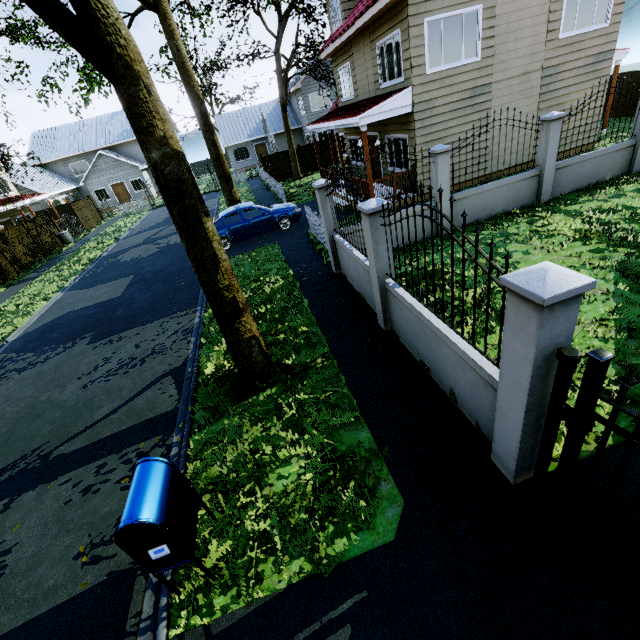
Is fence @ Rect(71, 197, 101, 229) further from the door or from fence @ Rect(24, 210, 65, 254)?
the door

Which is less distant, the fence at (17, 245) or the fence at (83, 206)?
the fence at (17, 245)

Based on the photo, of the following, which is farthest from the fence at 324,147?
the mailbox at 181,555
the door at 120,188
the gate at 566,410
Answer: the door at 120,188

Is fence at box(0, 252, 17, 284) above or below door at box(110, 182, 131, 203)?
below

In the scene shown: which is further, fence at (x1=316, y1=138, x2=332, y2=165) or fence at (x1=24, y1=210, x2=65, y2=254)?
fence at (x1=316, y1=138, x2=332, y2=165)

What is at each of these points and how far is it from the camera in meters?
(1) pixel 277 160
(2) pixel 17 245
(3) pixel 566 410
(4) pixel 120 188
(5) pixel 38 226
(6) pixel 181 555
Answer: (1) fence, 26.1
(2) fence, 19.4
(3) gate, 2.7
(4) door, 36.1
(5) fence, 21.9
(6) mailbox, 3.1

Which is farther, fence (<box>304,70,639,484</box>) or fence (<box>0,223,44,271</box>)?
fence (<box>0,223,44,271</box>)

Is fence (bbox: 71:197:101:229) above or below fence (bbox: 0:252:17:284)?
above
